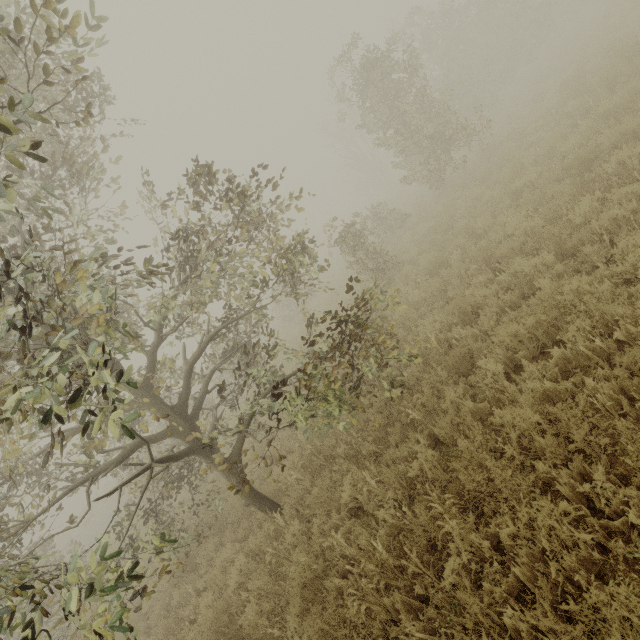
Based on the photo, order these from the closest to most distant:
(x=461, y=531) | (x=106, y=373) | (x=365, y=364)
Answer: (x=106, y=373) → (x=461, y=531) → (x=365, y=364)

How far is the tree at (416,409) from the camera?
5.02m

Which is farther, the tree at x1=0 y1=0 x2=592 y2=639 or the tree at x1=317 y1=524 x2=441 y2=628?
the tree at x1=317 y1=524 x2=441 y2=628

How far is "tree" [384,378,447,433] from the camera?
5.0 meters

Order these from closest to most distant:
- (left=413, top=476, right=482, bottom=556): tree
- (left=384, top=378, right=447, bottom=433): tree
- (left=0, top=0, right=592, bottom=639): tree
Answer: (left=0, top=0, right=592, bottom=639): tree < (left=413, top=476, right=482, bottom=556): tree < (left=384, top=378, right=447, bottom=433): tree

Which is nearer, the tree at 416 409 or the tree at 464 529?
the tree at 464 529
